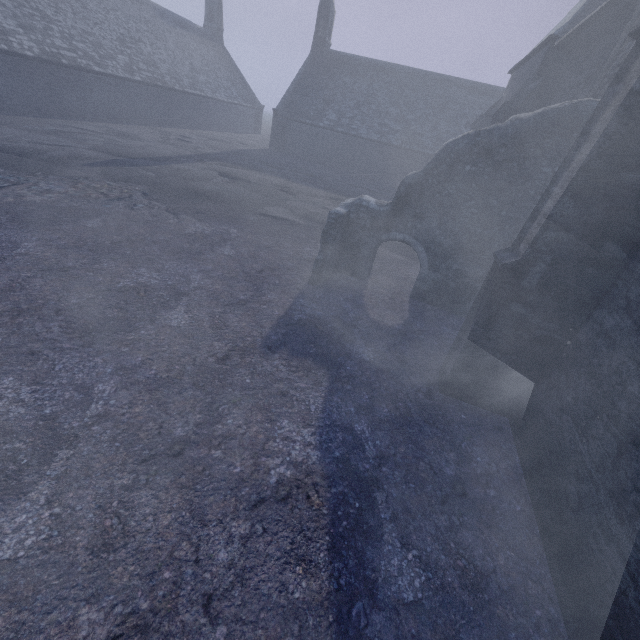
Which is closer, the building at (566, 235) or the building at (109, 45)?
the building at (566, 235)

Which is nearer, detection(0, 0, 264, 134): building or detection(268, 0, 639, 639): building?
detection(268, 0, 639, 639): building

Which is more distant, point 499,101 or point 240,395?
point 499,101
